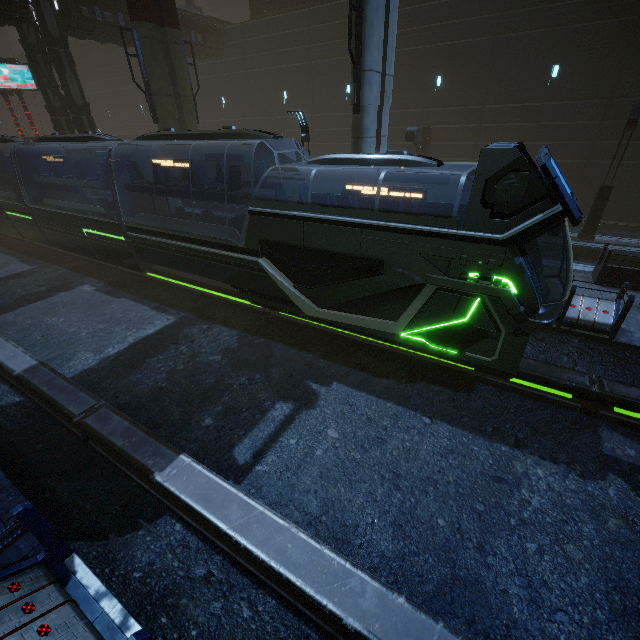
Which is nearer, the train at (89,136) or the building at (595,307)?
the building at (595,307)

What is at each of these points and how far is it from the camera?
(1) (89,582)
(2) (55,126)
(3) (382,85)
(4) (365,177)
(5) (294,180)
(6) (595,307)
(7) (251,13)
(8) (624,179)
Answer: (1) building, 4.25m
(2) building, 19.72m
(3) sm, 11.04m
(4) sm, 11.60m
(5) building, 28.00m
(6) building, 8.99m
(7) building, 23.73m
(8) building, 17.53m

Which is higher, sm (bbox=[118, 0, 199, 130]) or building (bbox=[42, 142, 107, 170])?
sm (bbox=[118, 0, 199, 130])

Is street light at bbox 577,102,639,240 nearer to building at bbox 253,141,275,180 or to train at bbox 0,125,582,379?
building at bbox 253,141,275,180

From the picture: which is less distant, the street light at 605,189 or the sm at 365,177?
the sm at 365,177

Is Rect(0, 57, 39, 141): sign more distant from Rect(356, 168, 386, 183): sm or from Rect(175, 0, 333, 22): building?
Rect(356, 168, 386, 183): sm

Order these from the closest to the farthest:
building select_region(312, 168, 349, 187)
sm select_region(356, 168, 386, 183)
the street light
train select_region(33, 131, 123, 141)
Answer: sm select_region(356, 168, 386, 183) < train select_region(33, 131, 123, 141) < the street light < building select_region(312, 168, 349, 187)
